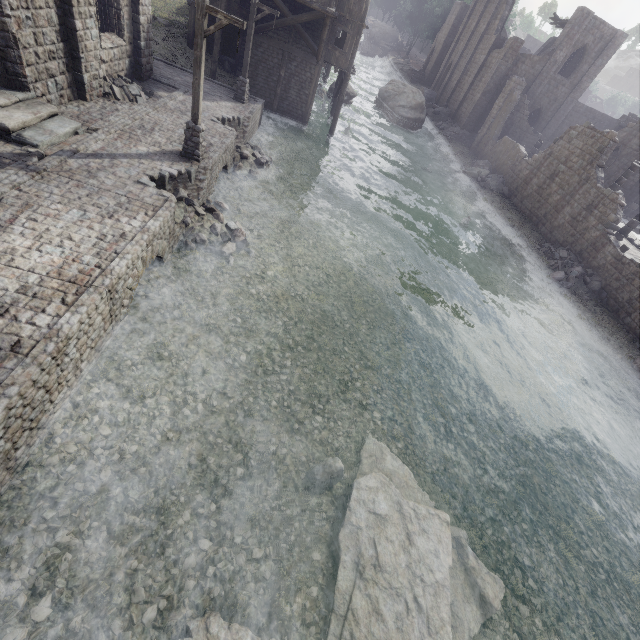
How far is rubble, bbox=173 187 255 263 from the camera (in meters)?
11.91

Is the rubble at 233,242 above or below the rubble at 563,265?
below

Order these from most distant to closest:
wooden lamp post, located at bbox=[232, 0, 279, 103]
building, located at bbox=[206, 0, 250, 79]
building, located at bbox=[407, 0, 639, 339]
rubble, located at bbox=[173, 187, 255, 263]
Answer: building, located at bbox=[206, 0, 250, 79], building, located at bbox=[407, 0, 639, 339], wooden lamp post, located at bbox=[232, 0, 279, 103], rubble, located at bbox=[173, 187, 255, 263]

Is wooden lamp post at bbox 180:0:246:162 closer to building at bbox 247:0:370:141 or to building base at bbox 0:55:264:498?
building base at bbox 0:55:264:498

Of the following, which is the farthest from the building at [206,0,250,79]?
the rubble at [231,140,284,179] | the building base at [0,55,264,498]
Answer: the rubble at [231,140,284,179]

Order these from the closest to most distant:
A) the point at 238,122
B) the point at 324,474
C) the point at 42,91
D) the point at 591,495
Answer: the point at 324,474 → the point at 591,495 → the point at 42,91 → the point at 238,122

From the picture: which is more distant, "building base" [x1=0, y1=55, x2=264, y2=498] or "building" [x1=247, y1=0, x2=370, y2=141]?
"building" [x1=247, y1=0, x2=370, y2=141]

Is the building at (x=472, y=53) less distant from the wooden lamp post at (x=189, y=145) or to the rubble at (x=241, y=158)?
the wooden lamp post at (x=189, y=145)
